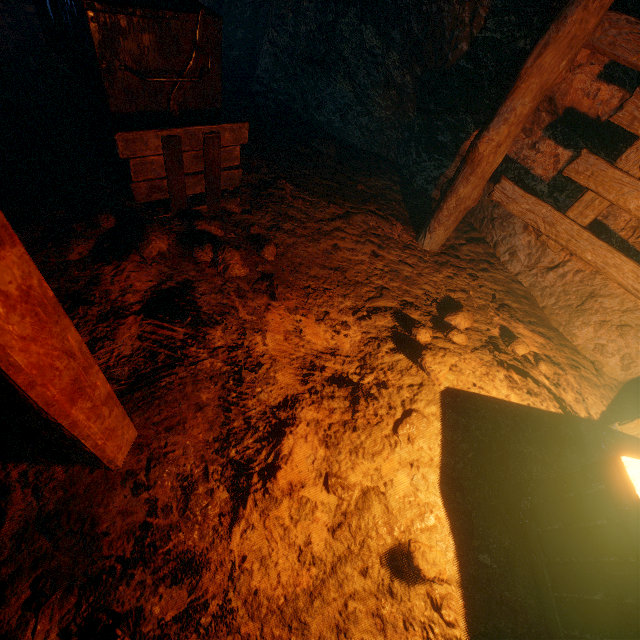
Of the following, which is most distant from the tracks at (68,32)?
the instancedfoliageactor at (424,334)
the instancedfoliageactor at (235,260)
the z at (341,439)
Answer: the instancedfoliageactor at (424,334)

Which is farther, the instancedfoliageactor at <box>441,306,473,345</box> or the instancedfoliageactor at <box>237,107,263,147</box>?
the instancedfoliageactor at <box>237,107,263,147</box>

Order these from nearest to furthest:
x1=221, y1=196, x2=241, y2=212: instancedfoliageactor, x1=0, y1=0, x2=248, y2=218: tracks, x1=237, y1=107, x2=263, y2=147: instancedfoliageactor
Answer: x1=0, y1=0, x2=248, y2=218: tracks → x1=221, y1=196, x2=241, y2=212: instancedfoliageactor → x1=237, y1=107, x2=263, y2=147: instancedfoliageactor

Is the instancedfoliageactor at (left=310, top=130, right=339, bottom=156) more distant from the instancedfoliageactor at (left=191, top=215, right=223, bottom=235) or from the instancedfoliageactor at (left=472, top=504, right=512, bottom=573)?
the instancedfoliageactor at (left=472, top=504, right=512, bottom=573)

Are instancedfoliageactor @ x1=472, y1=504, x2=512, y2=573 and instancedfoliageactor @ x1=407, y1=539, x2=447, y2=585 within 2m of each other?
yes

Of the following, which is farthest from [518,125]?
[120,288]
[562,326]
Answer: [120,288]

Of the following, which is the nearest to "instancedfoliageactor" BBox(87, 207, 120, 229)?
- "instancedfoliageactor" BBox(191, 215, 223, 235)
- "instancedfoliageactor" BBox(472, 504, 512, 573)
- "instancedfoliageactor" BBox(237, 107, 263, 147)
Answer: "instancedfoliageactor" BBox(191, 215, 223, 235)

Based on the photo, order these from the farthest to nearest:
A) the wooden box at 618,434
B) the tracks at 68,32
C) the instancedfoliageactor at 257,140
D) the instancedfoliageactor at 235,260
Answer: the instancedfoliageactor at 257,140 → the instancedfoliageactor at 235,260 → the tracks at 68,32 → the wooden box at 618,434
